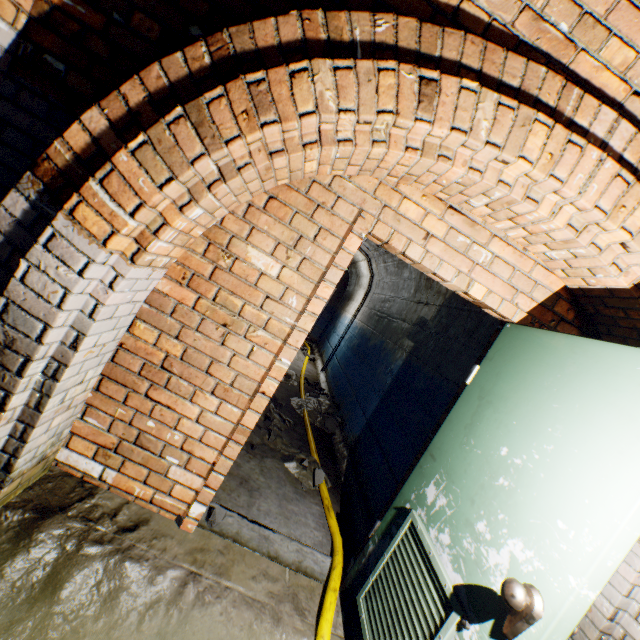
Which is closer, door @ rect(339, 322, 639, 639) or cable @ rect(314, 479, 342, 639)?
door @ rect(339, 322, 639, 639)

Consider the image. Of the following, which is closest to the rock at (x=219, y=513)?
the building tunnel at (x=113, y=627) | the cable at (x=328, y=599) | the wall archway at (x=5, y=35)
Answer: the building tunnel at (x=113, y=627)

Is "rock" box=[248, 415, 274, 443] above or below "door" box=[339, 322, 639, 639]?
below

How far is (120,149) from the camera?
1.2 meters

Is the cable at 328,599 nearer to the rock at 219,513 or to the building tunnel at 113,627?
the building tunnel at 113,627

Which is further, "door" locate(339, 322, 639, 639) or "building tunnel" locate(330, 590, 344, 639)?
"building tunnel" locate(330, 590, 344, 639)

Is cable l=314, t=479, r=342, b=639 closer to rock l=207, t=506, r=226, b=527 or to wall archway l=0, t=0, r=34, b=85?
rock l=207, t=506, r=226, b=527
